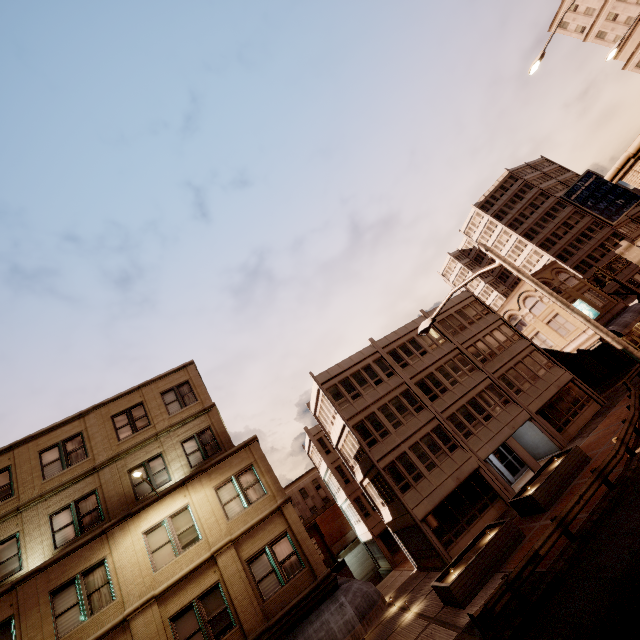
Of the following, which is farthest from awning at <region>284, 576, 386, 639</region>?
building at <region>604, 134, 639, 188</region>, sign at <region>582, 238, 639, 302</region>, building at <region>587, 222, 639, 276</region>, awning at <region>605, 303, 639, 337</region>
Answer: building at <region>587, 222, 639, 276</region>

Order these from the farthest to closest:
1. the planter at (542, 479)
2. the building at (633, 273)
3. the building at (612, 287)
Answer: the building at (612, 287), the building at (633, 273), the planter at (542, 479)

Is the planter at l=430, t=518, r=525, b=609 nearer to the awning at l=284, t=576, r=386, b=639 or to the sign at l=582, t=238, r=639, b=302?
the awning at l=284, t=576, r=386, b=639

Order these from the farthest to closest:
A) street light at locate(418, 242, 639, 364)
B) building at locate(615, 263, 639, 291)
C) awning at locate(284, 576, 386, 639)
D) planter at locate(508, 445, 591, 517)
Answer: building at locate(615, 263, 639, 291), planter at locate(508, 445, 591, 517), awning at locate(284, 576, 386, 639), street light at locate(418, 242, 639, 364)

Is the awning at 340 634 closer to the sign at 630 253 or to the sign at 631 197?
the sign at 630 253

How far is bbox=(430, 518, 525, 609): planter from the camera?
15.2 meters

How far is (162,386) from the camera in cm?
2002

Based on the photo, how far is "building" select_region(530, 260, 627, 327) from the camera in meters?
35.3
